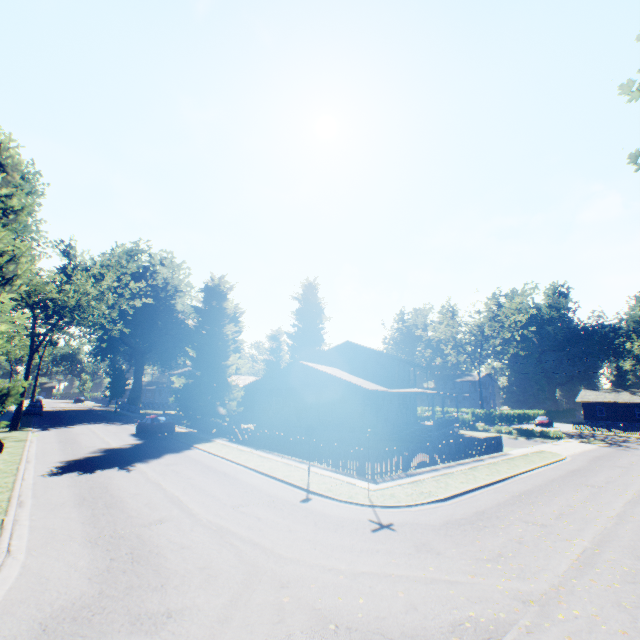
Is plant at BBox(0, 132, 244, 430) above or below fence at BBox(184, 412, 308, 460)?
above

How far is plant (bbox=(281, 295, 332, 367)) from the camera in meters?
56.3

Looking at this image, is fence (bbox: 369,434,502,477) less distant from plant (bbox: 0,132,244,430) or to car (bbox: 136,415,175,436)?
plant (bbox: 0,132,244,430)

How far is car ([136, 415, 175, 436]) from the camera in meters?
26.2 m

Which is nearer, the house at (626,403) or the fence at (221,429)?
the fence at (221,429)

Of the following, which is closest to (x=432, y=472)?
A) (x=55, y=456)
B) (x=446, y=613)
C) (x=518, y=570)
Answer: (x=518, y=570)

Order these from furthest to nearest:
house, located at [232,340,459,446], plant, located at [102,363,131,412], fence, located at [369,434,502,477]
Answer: plant, located at [102,363,131,412]
house, located at [232,340,459,446]
fence, located at [369,434,502,477]

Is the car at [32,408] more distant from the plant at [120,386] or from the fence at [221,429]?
the fence at [221,429]
